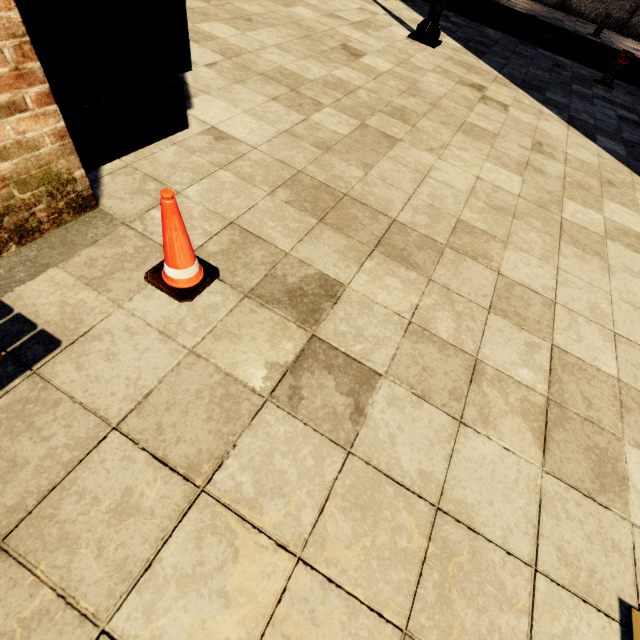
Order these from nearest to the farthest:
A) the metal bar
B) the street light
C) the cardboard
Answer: the cardboard, the street light, the metal bar

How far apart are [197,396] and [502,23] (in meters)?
12.38

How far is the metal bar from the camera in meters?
6.1 m

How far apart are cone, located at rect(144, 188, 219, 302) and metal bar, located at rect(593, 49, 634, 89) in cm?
903

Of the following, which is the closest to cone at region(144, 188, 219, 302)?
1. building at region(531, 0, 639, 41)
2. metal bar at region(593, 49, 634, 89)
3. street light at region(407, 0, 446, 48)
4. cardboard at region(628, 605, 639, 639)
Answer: cardboard at region(628, 605, 639, 639)

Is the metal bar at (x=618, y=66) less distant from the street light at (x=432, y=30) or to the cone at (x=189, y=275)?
the street light at (x=432, y=30)

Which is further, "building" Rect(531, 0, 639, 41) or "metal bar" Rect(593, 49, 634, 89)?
"building" Rect(531, 0, 639, 41)

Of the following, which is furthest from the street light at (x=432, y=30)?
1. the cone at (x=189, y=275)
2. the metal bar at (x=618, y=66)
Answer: the cone at (x=189, y=275)
